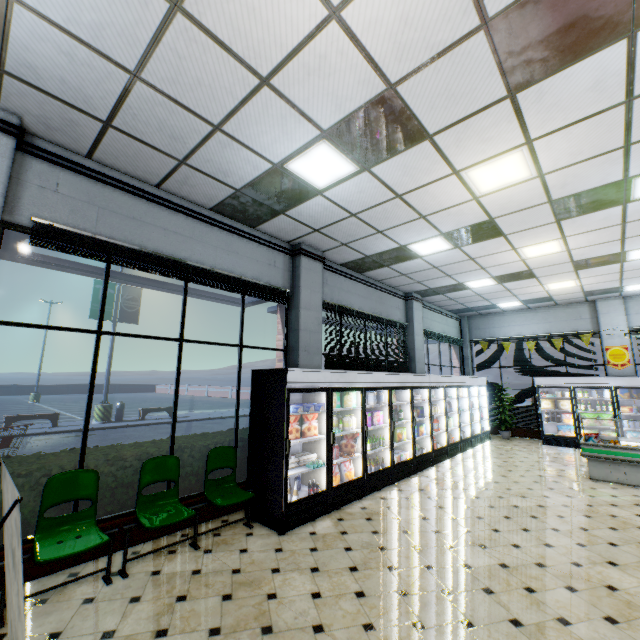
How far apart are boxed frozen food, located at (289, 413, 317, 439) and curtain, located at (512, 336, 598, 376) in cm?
1054

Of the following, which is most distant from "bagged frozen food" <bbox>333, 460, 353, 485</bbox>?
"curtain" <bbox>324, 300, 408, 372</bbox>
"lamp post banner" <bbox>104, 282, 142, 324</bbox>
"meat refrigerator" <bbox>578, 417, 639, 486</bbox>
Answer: "lamp post banner" <bbox>104, 282, 142, 324</bbox>

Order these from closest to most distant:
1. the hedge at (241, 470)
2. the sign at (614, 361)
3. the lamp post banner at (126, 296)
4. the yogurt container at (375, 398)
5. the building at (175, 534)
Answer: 1. the building at (175, 534)
2. the hedge at (241, 470)
3. the yogurt container at (375, 398)
4. the sign at (614, 361)
5. the lamp post banner at (126, 296)

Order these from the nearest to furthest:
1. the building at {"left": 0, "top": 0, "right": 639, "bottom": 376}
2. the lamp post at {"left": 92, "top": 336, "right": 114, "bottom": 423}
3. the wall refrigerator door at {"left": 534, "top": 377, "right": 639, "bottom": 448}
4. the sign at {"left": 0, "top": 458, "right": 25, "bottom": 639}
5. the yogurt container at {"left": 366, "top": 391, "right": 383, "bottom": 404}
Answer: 1. the sign at {"left": 0, "top": 458, "right": 25, "bottom": 639}
2. the building at {"left": 0, "top": 0, "right": 639, "bottom": 376}
3. the yogurt container at {"left": 366, "top": 391, "right": 383, "bottom": 404}
4. the wall refrigerator door at {"left": 534, "top": 377, "right": 639, "bottom": 448}
5. the lamp post at {"left": 92, "top": 336, "right": 114, "bottom": 423}

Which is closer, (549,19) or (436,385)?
(549,19)

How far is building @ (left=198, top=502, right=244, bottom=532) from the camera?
4.7 meters

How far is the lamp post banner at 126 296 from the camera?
16.7m

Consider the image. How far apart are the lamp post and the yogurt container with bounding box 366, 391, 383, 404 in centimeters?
1466cm
